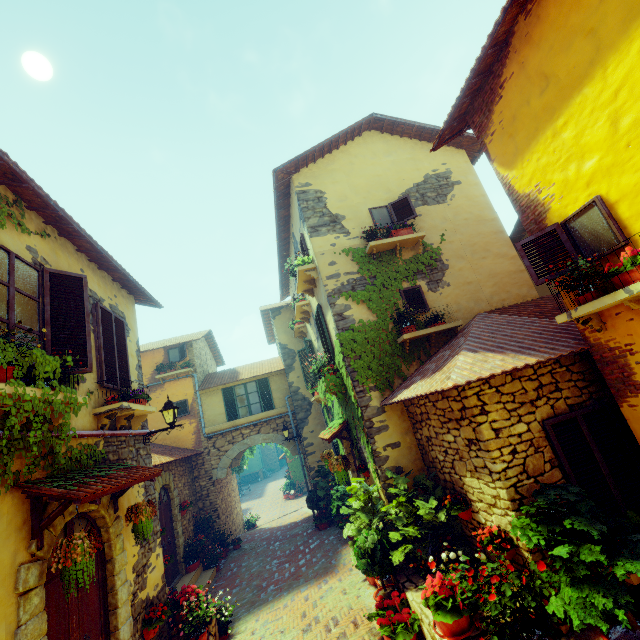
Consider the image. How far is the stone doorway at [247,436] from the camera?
13.92m

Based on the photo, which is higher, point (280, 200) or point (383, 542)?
point (280, 200)

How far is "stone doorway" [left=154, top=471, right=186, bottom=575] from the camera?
10.1m

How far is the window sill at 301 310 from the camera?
10.6 meters

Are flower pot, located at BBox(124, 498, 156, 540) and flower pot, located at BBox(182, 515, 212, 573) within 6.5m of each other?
no

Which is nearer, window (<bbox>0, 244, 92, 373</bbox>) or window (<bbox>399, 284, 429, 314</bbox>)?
window (<bbox>0, 244, 92, 373</bbox>)

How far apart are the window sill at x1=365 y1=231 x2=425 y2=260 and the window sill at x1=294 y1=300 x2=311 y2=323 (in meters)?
2.95

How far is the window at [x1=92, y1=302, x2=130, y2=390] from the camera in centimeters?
591cm
